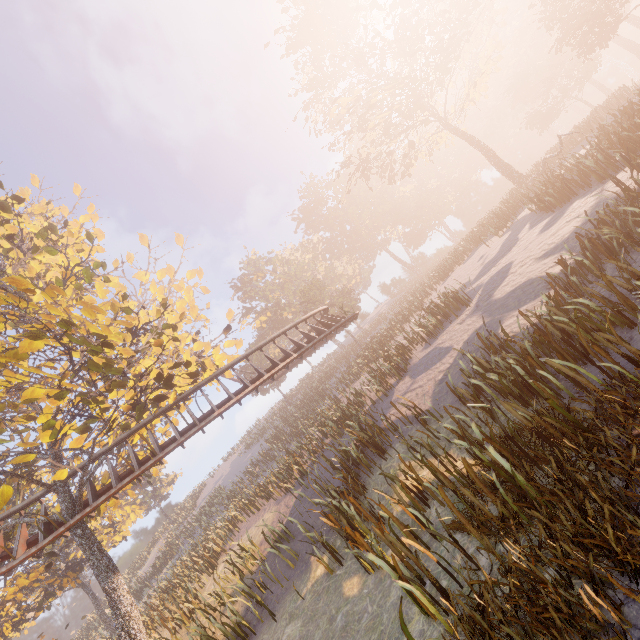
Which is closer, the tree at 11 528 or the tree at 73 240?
the tree at 73 240

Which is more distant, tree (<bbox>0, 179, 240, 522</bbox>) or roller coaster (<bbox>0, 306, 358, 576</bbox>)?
roller coaster (<bbox>0, 306, 358, 576</bbox>)

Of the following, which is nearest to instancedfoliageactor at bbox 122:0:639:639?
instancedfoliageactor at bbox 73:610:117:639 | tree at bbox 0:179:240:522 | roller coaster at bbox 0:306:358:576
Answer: tree at bbox 0:179:240:522

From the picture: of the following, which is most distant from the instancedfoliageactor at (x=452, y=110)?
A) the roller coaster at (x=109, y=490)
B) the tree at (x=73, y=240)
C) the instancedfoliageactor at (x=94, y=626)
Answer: the instancedfoliageactor at (x=94, y=626)

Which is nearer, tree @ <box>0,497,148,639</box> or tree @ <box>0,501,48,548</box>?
tree @ <box>0,497,148,639</box>

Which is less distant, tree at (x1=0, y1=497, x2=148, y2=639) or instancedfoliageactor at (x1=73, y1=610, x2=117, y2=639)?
tree at (x1=0, y1=497, x2=148, y2=639)

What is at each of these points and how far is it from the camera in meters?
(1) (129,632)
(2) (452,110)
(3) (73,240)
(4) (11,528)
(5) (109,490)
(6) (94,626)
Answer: (1) tree, 10.4 m
(2) instancedfoliageactor, 31.7 m
(3) tree, 15.0 m
(4) tree, 24.6 m
(5) roller coaster, 12.9 m
(6) instancedfoliageactor, 38.3 m
